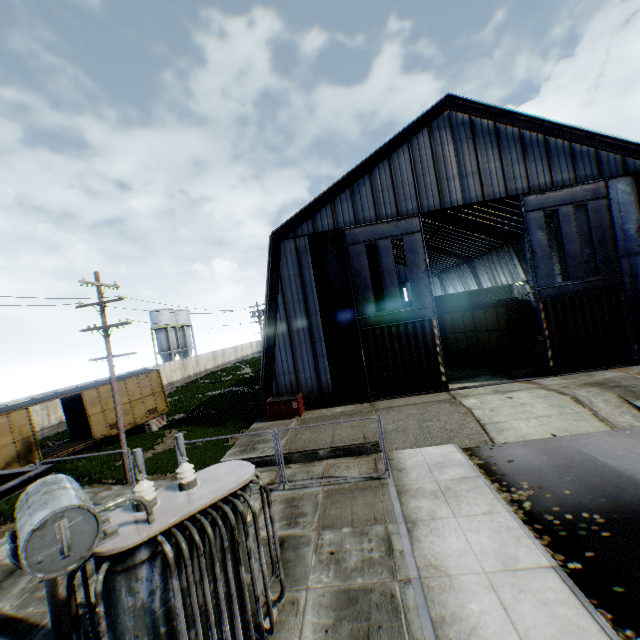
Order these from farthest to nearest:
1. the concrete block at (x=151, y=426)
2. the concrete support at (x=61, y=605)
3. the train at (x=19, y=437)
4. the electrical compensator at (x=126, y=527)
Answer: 1. the concrete block at (x=151, y=426)
2. the train at (x=19, y=437)
3. the concrete support at (x=61, y=605)
4. the electrical compensator at (x=126, y=527)

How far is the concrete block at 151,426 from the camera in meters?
22.9 m

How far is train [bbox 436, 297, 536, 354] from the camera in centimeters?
2188cm

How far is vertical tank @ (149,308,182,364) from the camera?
56.6m

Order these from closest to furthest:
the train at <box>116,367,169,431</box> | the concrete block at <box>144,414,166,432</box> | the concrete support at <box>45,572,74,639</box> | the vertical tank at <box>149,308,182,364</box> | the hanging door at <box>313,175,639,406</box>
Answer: the concrete support at <box>45,572,74,639</box>
the hanging door at <box>313,175,639,406</box>
the train at <box>116,367,169,431</box>
the concrete block at <box>144,414,166,432</box>
the vertical tank at <box>149,308,182,364</box>

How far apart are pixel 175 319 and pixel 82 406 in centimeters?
3888cm

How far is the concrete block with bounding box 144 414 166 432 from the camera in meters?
22.9 m

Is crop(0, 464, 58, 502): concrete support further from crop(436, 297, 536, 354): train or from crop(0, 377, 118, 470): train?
crop(436, 297, 536, 354): train
